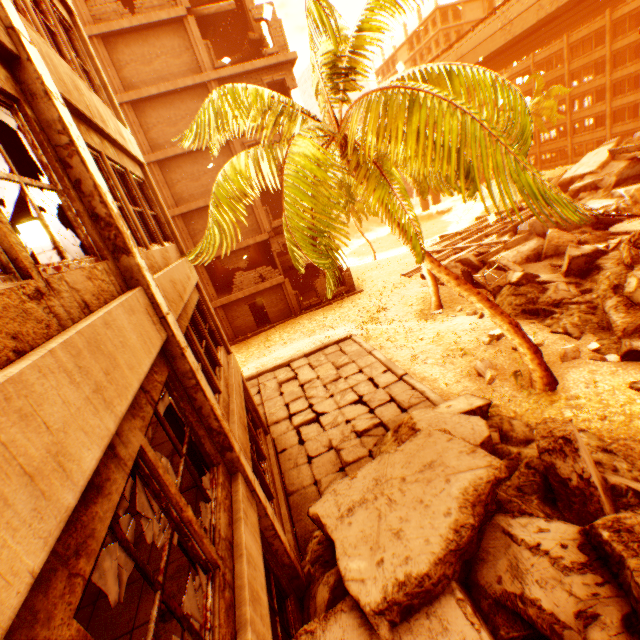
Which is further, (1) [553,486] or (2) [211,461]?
(1) [553,486]

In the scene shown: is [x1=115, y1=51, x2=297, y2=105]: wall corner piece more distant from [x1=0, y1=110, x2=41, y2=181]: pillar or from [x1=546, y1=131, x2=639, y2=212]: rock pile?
[x1=546, y1=131, x2=639, y2=212]: rock pile

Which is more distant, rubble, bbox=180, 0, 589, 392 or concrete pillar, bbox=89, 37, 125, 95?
concrete pillar, bbox=89, 37, 125, 95

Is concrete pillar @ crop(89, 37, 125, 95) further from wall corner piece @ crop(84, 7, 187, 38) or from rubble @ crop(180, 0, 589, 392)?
rubble @ crop(180, 0, 589, 392)

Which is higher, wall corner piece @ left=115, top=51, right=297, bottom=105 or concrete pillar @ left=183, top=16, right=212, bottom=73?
concrete pillar @ left=183, top=16, right=212, bottom=73

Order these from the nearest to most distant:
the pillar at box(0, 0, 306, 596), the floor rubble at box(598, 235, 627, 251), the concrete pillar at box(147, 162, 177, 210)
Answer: the pillar at box(0, 0, 306, 596) → the floor rubble at box(598, 235, 627, 251) → the concrete pillar at box(147, 162, 177, 210)

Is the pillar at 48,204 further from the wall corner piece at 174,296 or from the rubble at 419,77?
the rubble at 419,77

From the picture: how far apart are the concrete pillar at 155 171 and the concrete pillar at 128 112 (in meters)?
0.42
